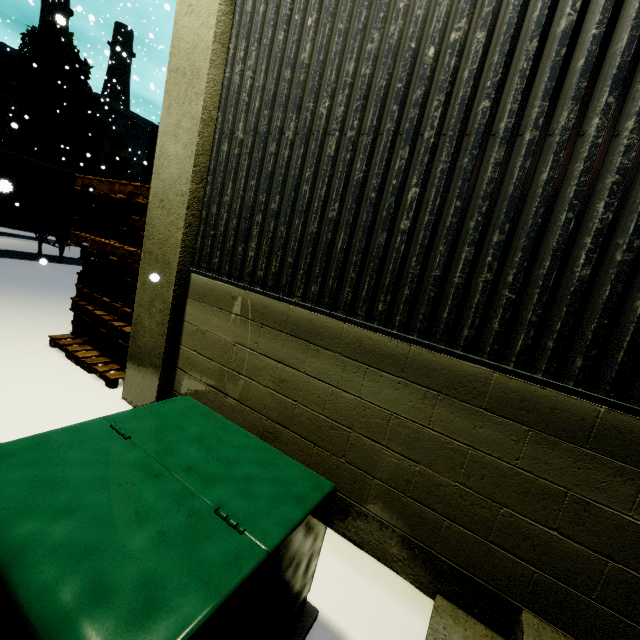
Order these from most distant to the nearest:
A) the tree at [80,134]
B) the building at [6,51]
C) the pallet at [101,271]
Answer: the building at [6,51]
the tree at [80,134]
the pallet at [101,271]

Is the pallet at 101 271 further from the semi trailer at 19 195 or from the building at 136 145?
the semi trailer at 19 195

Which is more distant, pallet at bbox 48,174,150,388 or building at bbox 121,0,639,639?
pallet at bbox 48,174,150,388

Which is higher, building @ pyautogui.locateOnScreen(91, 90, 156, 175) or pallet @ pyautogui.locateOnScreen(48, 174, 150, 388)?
building @ pyautogui.locateOnScreen(91, 90, 156, 175)

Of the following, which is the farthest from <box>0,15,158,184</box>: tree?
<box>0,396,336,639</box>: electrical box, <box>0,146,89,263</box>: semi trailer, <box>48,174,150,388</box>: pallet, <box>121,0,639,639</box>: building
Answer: <box>0,146,89,263</box>: semi trailer

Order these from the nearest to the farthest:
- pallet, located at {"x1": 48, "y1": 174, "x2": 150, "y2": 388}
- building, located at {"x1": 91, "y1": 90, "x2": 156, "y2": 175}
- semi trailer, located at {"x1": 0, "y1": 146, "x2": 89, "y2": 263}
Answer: pallet, located at {"x1": 48, "y1": 174, "x2": 150, "y2": 388}
semi trailer, located at {"x1": 0, "y1": 146, "x2": 89, "y2": 263}
building, located at {"x1": 91, "y1": 90, "x2": 156, "y2": 175}

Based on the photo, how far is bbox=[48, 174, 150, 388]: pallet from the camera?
4.5m

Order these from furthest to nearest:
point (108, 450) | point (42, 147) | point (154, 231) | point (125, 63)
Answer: point (125, 63) → point (42, 147) → point (154, 231) → point (108, 450)
